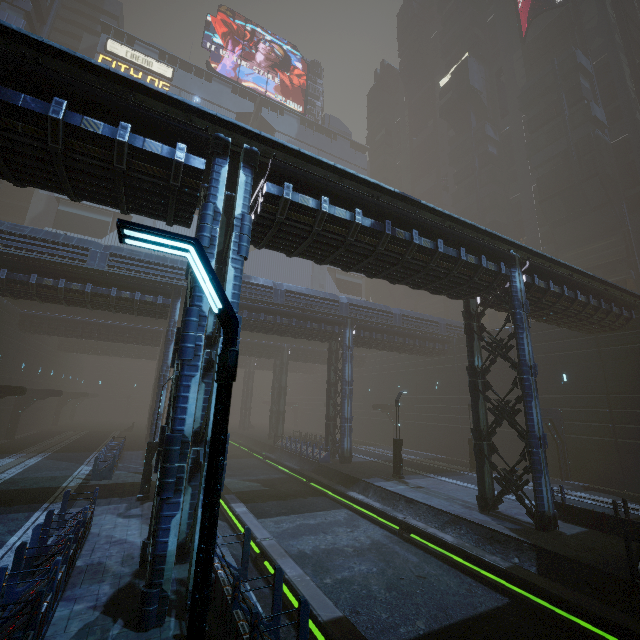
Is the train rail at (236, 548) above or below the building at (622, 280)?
below

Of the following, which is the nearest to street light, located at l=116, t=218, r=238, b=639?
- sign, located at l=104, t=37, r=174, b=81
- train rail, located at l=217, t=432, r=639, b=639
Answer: train rail, located at l=217, t=432, r=639, b=639

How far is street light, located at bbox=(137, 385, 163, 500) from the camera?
14.34m

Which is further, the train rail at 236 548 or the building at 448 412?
the train rail at 236 548

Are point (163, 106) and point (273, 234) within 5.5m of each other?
yes

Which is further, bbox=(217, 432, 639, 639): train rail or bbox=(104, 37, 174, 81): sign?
bbox=(104, 37, 174, 81): sign

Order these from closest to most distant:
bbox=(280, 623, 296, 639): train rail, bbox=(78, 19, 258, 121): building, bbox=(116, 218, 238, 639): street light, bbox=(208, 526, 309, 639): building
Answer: bbox=(116, 218, 238, 639): street light → bbox=(208, 526, 309, 639): building → bbox=(280, 623, 296, 639): train rail → bbox=(78, 19, 258, 121): building

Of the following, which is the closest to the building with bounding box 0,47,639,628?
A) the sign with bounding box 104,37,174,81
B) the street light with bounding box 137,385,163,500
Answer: the sign with bounding box 104,37,174,81
